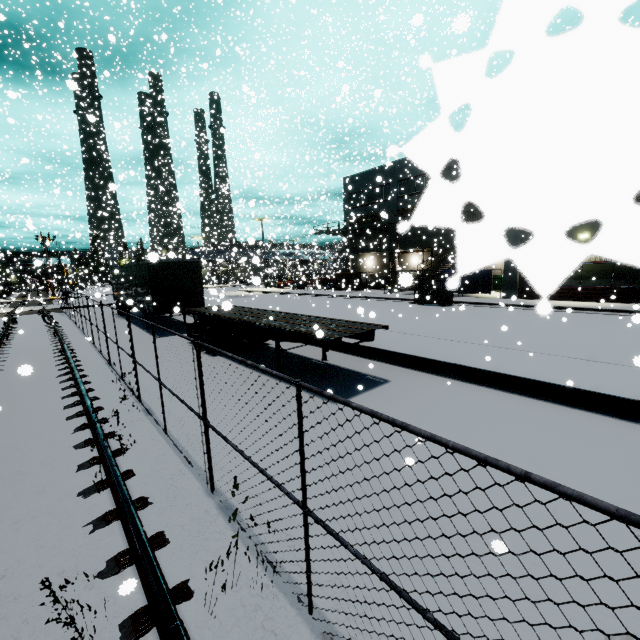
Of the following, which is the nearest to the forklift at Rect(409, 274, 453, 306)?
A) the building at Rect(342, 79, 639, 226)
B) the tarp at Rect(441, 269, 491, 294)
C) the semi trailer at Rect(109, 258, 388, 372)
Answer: the tarp at Rect(441, 269, 491, 294)

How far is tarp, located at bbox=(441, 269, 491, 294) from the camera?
0.2m

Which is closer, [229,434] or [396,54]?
[229,434]

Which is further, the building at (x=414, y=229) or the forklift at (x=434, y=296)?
the forklift at (x=434, y=296)

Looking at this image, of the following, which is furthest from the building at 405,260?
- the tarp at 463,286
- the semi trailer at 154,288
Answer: the tarp at 463,286

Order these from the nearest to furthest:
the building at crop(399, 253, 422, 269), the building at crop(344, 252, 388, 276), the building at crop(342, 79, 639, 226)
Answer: the building at crop(342, 79, 639, 226) < the building at crop(399, 253, 422, 269) < the building at crop(344, 252, 388, 276)

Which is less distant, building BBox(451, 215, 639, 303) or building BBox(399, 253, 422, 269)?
building BBox(451, 215, 639, 303)

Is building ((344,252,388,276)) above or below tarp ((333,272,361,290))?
above
